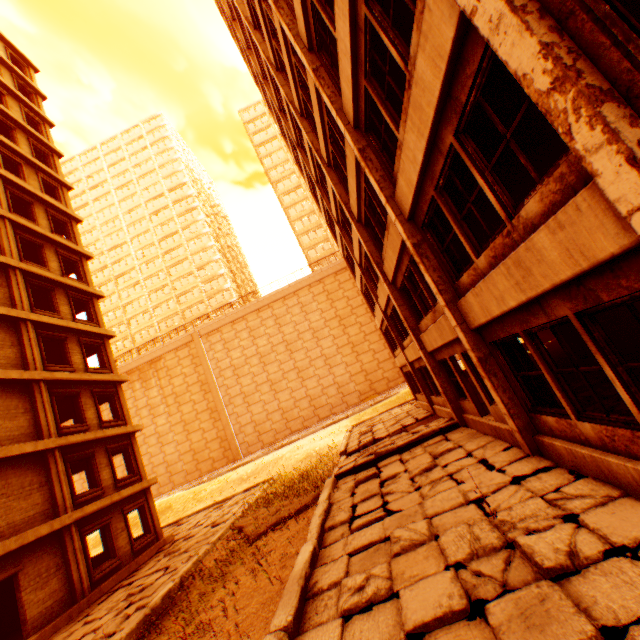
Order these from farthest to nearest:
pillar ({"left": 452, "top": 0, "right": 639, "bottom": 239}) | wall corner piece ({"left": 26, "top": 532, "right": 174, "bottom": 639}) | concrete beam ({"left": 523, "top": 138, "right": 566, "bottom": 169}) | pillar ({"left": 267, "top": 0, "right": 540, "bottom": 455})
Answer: wall corner piece ({"left": 26, "top": 532, "right": 174, "bottom": 639}), concrete beam ({"left": 523, "top": 138, "right": 566, "bottom": 169}), pillar ({"left": 267, "top": 0, "right": 540, "bottom": 455}), pillar ({"left": 452, "top": 0, "right": 639, "bottom": 239})

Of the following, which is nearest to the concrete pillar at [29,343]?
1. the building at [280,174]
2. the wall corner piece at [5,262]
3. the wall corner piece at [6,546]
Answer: the wall corner piece at [5,262]

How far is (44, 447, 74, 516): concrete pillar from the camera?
12.9 meters

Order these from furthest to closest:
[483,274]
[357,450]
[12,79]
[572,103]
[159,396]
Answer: [159,396] < [12,79] < [357,450] < [483,274] < [572,103]

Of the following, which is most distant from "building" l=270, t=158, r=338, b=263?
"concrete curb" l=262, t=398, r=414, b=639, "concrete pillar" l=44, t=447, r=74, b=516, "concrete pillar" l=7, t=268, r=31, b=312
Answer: "concrete curb" l=262, t=398, r=414, b=639

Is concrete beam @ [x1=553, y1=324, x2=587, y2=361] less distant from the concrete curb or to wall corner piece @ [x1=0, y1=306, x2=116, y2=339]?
the concrete curb

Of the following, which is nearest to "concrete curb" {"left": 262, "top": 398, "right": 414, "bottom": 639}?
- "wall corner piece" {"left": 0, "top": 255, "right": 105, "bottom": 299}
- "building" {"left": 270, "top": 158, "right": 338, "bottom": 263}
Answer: "wall corner piece" {"left": 0, "top": 255, "right": 105, "bottom": 299}

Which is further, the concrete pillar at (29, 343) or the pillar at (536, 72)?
the concrete pillar at (29, 343)
